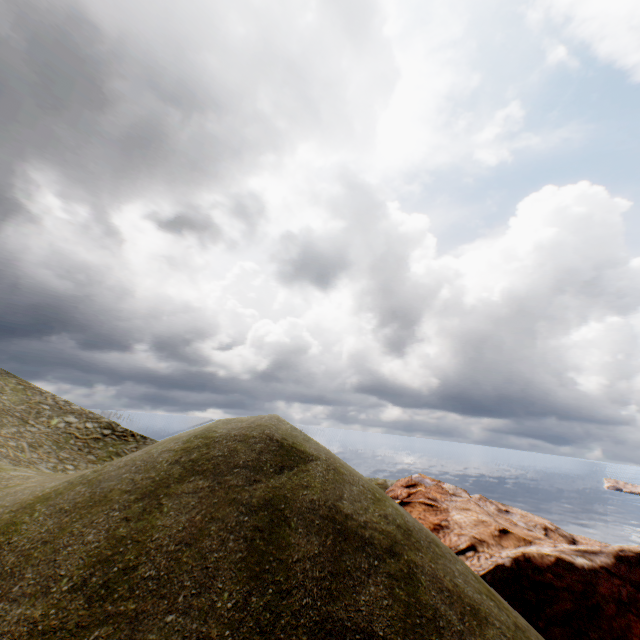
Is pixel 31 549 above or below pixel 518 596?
above
